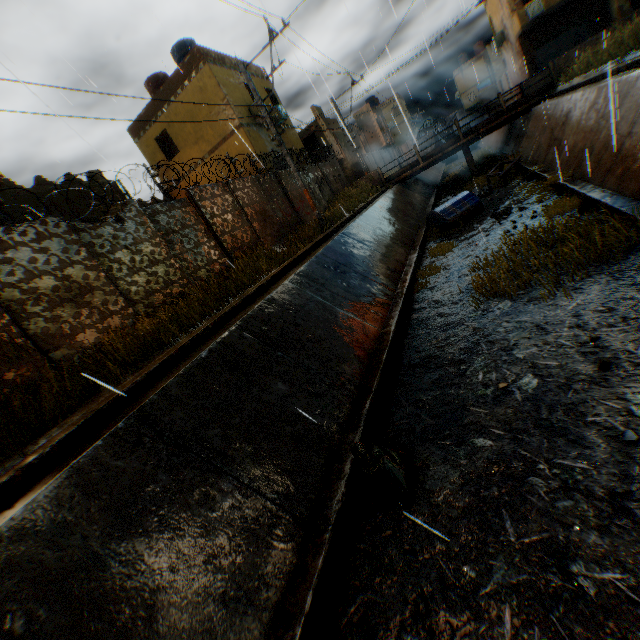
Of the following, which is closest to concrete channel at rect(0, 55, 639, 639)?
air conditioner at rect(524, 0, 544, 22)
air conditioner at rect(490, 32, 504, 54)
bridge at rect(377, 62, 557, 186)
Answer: bridge at rect(377, 62, 557, 186)

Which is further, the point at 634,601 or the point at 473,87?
the point at 473,87

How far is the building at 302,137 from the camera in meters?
20.7

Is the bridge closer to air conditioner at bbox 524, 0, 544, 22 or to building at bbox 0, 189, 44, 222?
building at bbox 0, 189, 44, 222

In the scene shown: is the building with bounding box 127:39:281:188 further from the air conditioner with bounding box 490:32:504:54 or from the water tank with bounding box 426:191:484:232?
the water tank with bounding box 426:191:484:232

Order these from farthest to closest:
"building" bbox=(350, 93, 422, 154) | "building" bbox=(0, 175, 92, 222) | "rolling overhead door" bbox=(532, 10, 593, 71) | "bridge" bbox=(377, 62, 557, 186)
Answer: "building" bbox=(350, 93, 422, 154)
"rolling overhead door" bbox=(532, 10, 593, 71)
"bridge" bbox=(377, 62, 557, 186)
"building" bbox=(0, 175, 92, 222)

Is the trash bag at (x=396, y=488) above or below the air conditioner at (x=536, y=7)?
below

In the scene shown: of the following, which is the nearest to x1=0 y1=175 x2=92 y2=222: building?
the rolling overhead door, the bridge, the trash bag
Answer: the rolling overhead door
